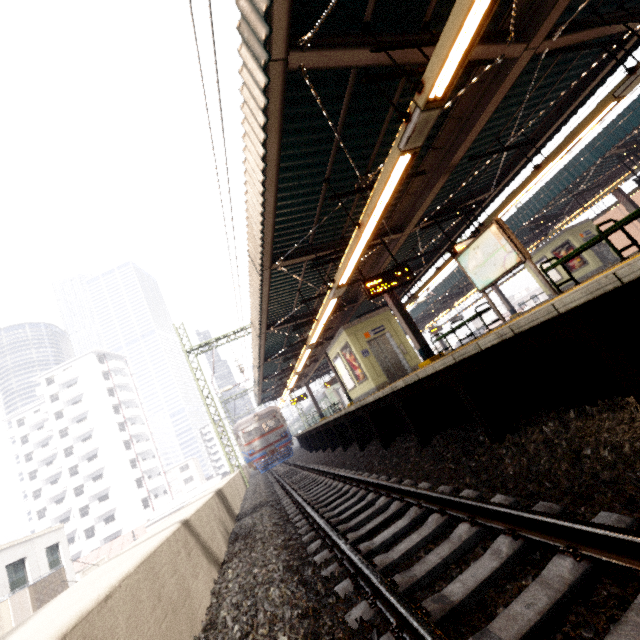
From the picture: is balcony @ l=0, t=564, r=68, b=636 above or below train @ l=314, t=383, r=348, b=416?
below

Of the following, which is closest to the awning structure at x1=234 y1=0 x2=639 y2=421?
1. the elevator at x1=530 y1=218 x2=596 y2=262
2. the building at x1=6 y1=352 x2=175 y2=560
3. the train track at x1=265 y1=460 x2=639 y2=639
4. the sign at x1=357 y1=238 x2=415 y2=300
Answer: the sign at x1=357 y1=238 x2=415 y2=300

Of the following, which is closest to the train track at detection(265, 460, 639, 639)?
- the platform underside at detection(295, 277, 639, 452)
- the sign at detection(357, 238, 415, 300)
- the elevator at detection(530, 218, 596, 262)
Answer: the platform underside at detection(295, 277, 639, 452)

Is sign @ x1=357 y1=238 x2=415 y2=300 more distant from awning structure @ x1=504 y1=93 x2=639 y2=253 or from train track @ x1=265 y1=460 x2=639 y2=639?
awning structure @ x1=504 y1=93 x2=639 y2=253

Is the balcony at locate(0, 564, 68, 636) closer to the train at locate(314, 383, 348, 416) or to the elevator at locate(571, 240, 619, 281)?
the train at locate(314, 383, 348, 416)

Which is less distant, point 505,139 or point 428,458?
point 428,458

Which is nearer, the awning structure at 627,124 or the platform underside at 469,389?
the platform underside at 469,389

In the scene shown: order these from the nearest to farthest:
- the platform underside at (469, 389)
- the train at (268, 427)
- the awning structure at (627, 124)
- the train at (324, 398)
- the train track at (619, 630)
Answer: the train track at (619, 630)
the platform underside at (469, 389)
the awning structure at (627, 124)
the train at (268, 427)
the train at (324, 398)
